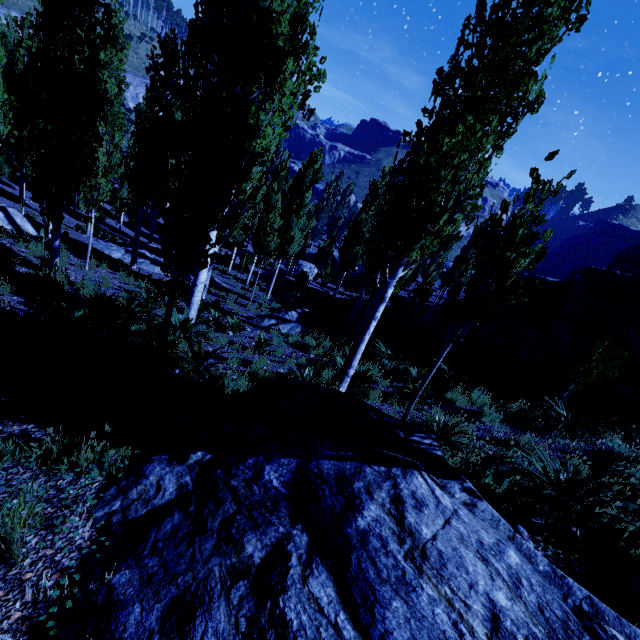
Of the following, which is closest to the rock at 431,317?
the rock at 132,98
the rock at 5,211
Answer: the rock at 5,211

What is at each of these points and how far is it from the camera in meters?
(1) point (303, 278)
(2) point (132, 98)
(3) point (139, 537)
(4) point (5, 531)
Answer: (1) instancedfoliageactor, 19.1
(2) rock, 45.5
(3) rock, 2.3
(4) instancedfoliageactor, 1.9

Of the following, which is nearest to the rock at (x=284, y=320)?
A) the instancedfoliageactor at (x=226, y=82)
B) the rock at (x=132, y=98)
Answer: the instancedfoliageactor at (x=226, y=82)

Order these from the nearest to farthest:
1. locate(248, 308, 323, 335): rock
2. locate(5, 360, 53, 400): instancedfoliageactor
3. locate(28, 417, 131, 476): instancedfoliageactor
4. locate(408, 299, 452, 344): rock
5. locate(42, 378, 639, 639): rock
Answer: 1. locate(42, 378, 639, 639): rock
2. locate(28, 417, 131, 476): instancedfoliageactor
3. locate(5, 360, 53, 400): instancedfoliageactor
4. locate(248, 308, 323, 335): rock
5. locate(408, 299, 452, 344): rock

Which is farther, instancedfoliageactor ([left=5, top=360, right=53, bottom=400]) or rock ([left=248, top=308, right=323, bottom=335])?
rock ([left=248, top=308, right=323, bottom=335])

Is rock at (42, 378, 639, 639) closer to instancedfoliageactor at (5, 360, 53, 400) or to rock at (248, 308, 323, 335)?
instancedfoliageactor at (5, 360, 53, 400)

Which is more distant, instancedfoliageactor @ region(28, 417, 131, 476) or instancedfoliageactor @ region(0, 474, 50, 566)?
instancedfoliageactor @ region(28, 417, 131, 476)

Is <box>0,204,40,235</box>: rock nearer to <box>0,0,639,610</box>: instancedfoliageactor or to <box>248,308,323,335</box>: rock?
<box>0,0,639,610</box>: instancedfoliageactor
